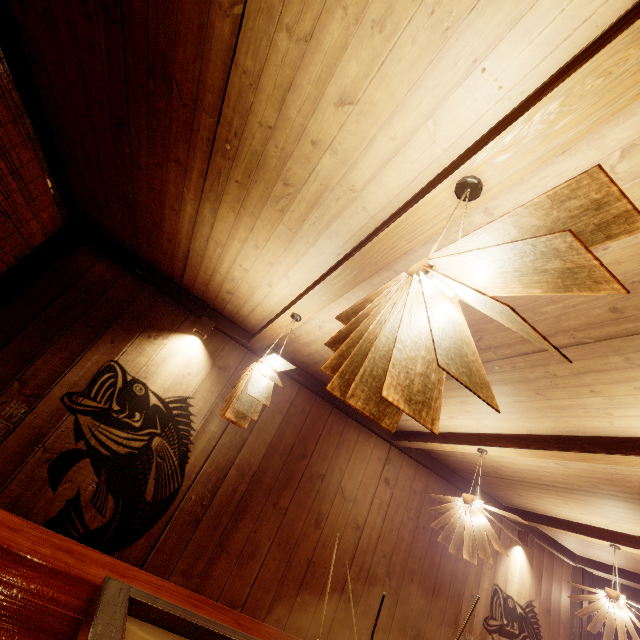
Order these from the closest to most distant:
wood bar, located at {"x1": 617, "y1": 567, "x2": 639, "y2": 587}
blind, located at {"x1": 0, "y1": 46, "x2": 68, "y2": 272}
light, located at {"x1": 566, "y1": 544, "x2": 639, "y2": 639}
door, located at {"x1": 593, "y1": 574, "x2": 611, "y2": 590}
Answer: blind, located at {"x1": 0, "y1": 46, "x2": 68, "y2": 272} → light, located at {"x1": 566, "y1": 544, "x2": 639, "y2": 639} → wood bar, located at {"x1": 617, "y1": 567, "x2": 639, "y2": 587} → door, located at {"x1": 593, "y1": 574, "x2": 611, "y2": 590}

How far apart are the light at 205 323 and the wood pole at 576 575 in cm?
1083

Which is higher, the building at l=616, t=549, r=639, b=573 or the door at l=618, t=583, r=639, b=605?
the building at l=616, t=549, r=639, b=573

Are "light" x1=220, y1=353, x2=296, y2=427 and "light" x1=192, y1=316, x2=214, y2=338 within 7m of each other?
yes

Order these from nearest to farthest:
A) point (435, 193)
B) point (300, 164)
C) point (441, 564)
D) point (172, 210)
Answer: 1. point (435, 193)
2. point (300, 164)
3. point (172, 210)
4. point (441, 564)

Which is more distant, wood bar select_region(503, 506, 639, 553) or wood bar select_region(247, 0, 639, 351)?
wood bar select_region(503, 506, 639, 553)

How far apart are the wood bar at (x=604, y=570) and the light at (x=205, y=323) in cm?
1068

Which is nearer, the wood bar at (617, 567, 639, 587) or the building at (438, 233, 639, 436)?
the building at (438, 233, 639, 436)
